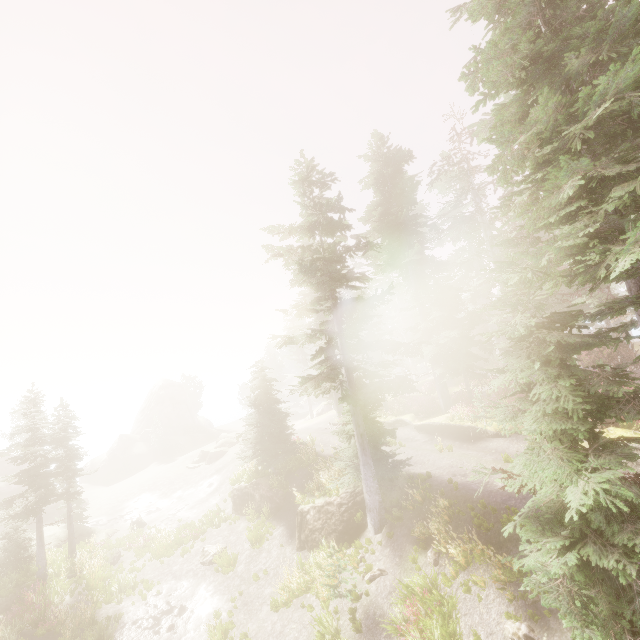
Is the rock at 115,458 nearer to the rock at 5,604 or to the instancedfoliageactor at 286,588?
the instancedfoliageactor at 286,588

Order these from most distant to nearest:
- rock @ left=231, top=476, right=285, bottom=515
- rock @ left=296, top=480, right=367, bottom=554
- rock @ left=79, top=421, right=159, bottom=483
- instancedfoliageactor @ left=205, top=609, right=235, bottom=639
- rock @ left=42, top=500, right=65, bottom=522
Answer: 1. rock @ left=79, top=421, right=159, bottom=483
2. rock @ left=42, top=500, right=65, bottom=522
3. rock @ left=231, top=476, right=285, bottom=515
4. rock @ left=296, top=480, right=367, bottom=554
5. instancedfoliageactor @ left=205, top=609, right=235, bottom=639

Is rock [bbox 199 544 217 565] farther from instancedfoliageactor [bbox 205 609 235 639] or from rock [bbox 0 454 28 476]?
rock [bbox 0 454 28 476]

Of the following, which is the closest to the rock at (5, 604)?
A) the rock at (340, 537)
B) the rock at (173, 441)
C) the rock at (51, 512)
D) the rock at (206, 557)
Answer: the rock at (51, 512)

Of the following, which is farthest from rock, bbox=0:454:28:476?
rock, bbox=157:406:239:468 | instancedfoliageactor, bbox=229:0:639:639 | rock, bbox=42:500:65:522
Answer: rock, bbox=157:406:239:468

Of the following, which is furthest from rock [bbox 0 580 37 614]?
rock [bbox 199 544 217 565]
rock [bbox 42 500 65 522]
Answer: rock [bbox 199 544 217 565]

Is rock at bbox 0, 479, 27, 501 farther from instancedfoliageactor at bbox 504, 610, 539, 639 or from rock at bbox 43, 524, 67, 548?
rock at bbox 43, 524, 67, 548

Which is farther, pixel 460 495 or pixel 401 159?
pixel 401 159
